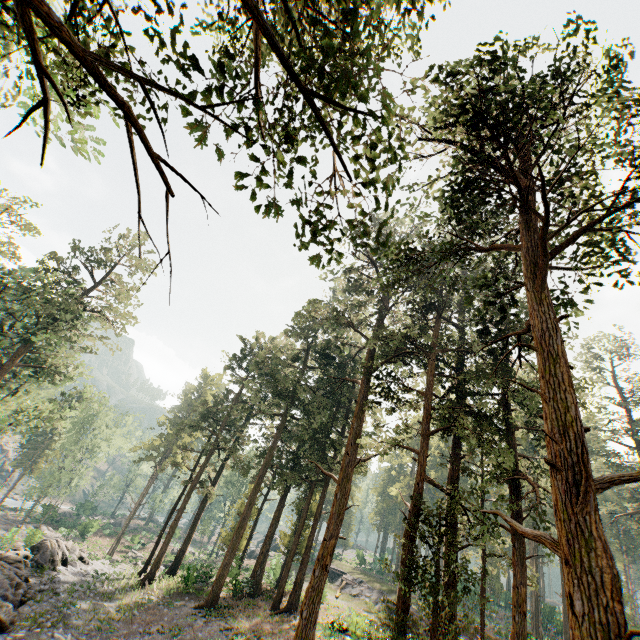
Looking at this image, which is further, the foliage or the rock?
the rock

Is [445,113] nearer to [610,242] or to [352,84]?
[610,242]

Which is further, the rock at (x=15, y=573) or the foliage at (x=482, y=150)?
the rock at (x=15, y=573)

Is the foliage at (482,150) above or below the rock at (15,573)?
above

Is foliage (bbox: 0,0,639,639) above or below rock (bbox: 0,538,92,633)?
above
